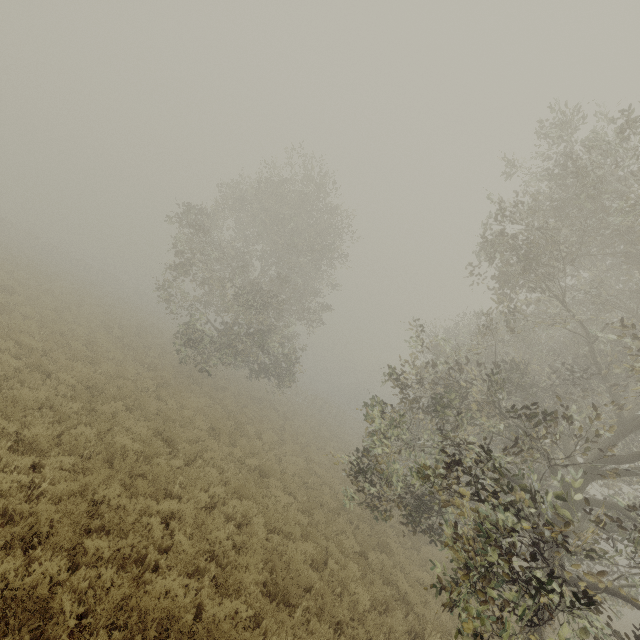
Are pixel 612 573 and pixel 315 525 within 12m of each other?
yes
